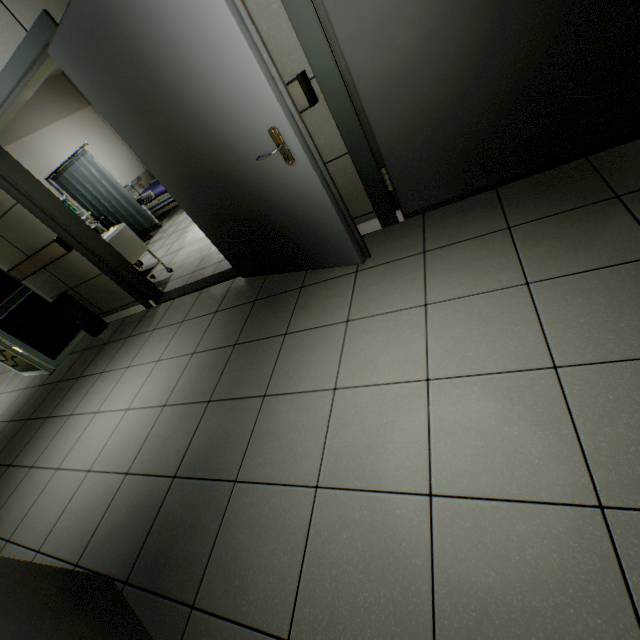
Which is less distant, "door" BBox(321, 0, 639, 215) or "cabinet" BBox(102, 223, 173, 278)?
"door" BBox(321, 0, 639, 215)

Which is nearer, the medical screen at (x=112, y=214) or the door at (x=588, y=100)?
the door at (x=588, y=100)

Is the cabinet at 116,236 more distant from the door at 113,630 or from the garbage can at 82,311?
the door at 113,630

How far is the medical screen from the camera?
5.8m

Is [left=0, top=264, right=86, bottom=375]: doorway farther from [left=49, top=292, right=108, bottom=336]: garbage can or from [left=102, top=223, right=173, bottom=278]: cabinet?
[left=102, top=223, right=173, bottom=278]: cabinet

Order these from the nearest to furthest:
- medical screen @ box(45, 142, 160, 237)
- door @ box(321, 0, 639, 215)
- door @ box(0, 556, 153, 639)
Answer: door @ box(0, 556, 153, 639) < door @ box(321, 0, 639, 215) < medical screen @ box(45, 142, 160, 237)

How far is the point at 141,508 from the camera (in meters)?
1.88

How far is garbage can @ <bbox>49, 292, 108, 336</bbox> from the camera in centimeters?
412cm
